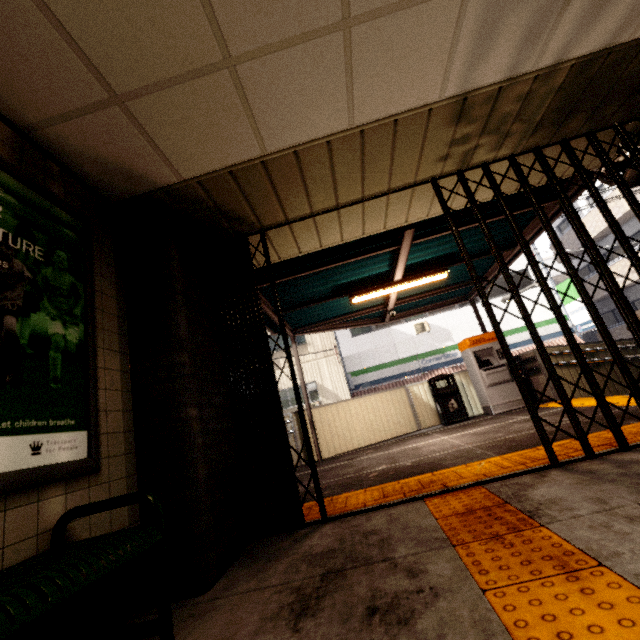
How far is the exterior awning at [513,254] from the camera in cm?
485

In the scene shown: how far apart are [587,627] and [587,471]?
1.78m

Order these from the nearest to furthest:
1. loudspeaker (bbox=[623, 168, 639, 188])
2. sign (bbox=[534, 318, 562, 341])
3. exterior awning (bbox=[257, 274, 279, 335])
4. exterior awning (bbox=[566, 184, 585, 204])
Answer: loudspeaker (bbox=[623, 168, 639, 188]) → exterior awning (bbox=[566, 184, 585, 204]) → exterior awning (bbox=[257, 274, 279, 335]) → sign (bbox=[534, 318, 562, 341])

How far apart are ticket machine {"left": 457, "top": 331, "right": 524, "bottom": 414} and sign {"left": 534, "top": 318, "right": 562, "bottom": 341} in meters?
8.4 m

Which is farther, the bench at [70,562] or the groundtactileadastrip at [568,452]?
the groundtactileadastrip at [568,452]

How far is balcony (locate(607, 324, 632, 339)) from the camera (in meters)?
16.76

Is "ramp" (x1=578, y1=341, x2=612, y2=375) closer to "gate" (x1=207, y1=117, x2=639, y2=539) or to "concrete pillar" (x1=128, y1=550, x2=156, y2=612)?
"gate" (x1=207, y1=117, x2=639, y2=539)

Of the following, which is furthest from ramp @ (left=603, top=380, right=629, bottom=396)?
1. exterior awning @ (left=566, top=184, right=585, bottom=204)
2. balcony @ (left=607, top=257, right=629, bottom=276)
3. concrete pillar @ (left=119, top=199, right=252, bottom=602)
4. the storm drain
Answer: balcony @ (left=607, top=257, right=629, bottom=276)
